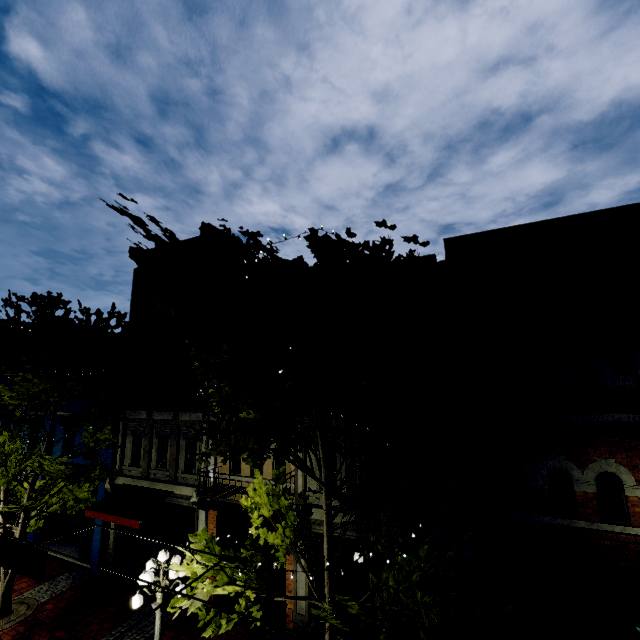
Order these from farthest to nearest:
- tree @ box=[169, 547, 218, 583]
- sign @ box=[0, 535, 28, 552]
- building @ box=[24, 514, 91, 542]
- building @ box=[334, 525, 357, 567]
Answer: building @ box=[24, 514, 91, 542]
building @ box=[334, 525, 357, 567]
sign @ box=[0, 535, 28, 552]
tree @ box=[169, 547, 218, 583]

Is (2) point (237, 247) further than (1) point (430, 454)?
Yes

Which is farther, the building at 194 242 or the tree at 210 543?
the building at 194 242

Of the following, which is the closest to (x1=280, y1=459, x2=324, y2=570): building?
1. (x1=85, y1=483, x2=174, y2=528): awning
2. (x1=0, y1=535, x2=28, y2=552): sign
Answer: (x1=85, y1=483, x2=174, y2=528): awning

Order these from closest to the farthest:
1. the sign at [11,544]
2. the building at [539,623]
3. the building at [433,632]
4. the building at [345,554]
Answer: the sign at [11,544] < the building at [539,623] < the building at [433,632] < the building at [345,554]

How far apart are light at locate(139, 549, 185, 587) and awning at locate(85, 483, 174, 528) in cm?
372

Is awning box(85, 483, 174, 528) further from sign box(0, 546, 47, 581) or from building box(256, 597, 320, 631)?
sign box(0, 546, 47, 581)
